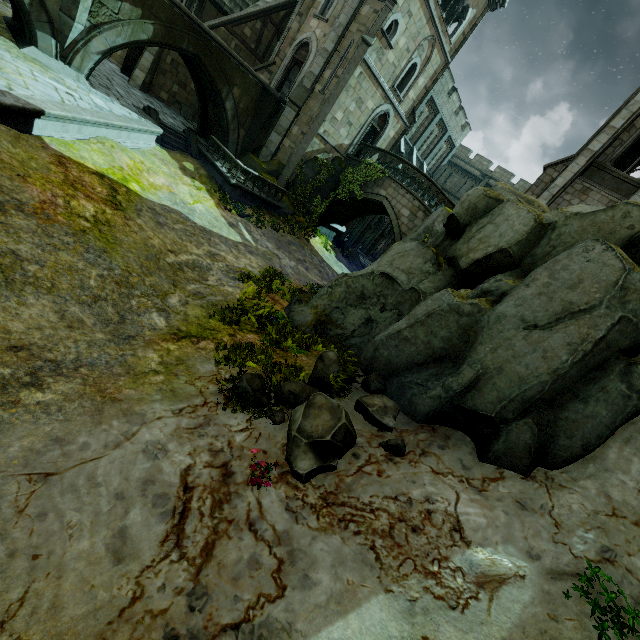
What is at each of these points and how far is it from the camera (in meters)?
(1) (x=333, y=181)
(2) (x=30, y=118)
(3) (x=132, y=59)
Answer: (1) rock, 22.34
(2) wall trim, 9.04
(3) door, 21.45

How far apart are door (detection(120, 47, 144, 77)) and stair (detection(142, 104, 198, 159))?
7.92m

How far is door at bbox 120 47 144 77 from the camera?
21.1m

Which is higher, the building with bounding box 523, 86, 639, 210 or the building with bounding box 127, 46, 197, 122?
the building with bounding box 523, 86, 639, 210

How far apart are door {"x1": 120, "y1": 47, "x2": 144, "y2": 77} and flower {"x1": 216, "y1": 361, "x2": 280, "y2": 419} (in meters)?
26.17

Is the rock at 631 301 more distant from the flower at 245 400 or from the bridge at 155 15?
the bridge at 155 15

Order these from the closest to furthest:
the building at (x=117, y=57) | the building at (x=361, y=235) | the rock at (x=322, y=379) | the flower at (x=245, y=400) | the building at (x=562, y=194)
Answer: the rock at (x=322, y=379) → the flower at (x=245, y=400) → the building at (x=562, y=194) → the building at (x=117, y=57) → the building at (x=361, y=235)

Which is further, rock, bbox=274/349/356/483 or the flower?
the flower
